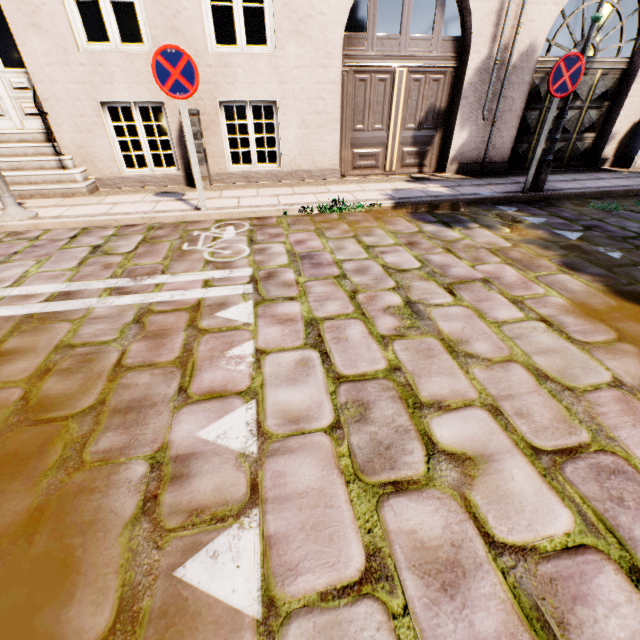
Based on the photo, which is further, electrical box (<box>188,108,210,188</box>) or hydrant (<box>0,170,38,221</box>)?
electrical box (<box>188,108,210,188</box>)

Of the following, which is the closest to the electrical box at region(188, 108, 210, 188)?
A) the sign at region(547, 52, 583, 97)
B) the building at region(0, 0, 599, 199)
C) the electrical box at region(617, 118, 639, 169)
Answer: the sign at region(547, 52, 583, 97)

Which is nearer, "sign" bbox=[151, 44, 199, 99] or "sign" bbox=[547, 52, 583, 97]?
"sign" bbox=[151, 44, 199, 99]

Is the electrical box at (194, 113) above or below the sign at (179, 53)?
below

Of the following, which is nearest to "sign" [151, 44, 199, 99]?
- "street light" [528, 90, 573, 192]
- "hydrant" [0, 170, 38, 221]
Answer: "hydrant" [0, 170, 38, 221]

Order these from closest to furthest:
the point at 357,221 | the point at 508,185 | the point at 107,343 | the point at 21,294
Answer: the point at 107,343, the point at 21,294, the point at 357,221, the point at 508,185

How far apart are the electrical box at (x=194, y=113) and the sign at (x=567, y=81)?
5.5 meters

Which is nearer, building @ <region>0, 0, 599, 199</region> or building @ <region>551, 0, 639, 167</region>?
building @ <region>0, 0, 599, 199</region>
